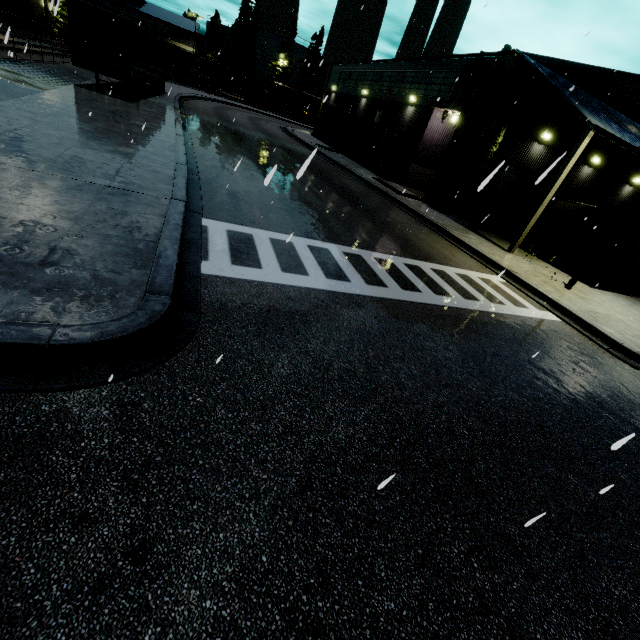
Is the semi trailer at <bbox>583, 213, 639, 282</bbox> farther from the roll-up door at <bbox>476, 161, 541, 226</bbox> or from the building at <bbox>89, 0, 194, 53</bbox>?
the roll-up door at <bbox>476, 161, 541, 226</bbox>

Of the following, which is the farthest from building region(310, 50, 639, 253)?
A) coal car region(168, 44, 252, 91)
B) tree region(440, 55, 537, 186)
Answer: coal car region(168, 44, 252, 91)

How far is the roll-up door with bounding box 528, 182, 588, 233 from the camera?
21.53m

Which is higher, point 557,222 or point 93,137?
point 557,222

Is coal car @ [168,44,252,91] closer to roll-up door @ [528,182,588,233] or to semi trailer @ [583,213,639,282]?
semi trailer @ [583,213,639,282]

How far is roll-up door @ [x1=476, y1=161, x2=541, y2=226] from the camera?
19.8 meters

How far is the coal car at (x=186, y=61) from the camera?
50.00m

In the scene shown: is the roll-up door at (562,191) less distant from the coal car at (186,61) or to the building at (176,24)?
the building at (176,24)
